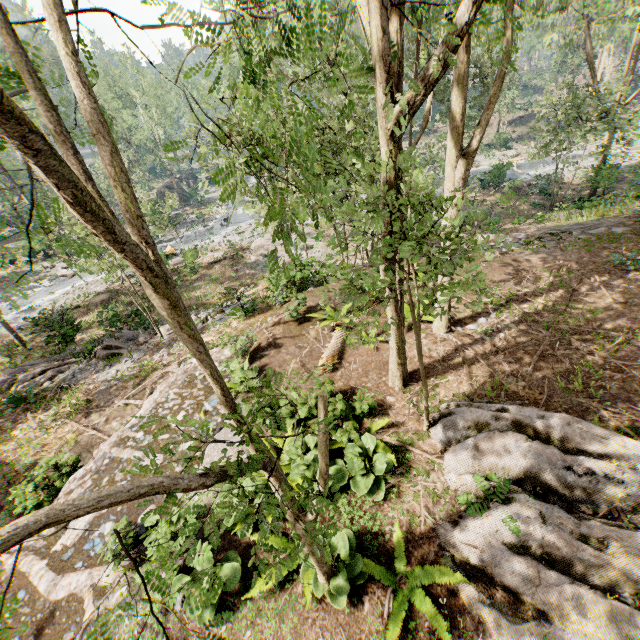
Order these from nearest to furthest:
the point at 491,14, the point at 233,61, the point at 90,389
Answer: the point at 491,14, the point at 90,389, the point at 233,61

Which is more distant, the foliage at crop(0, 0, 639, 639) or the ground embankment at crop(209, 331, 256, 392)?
the ground embankment at crop(209, 331, 256, 392)

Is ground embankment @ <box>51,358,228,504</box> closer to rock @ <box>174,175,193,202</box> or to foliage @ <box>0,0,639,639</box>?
foliage @ <box>0,0,639,639</box>

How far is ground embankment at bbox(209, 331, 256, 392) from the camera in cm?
949

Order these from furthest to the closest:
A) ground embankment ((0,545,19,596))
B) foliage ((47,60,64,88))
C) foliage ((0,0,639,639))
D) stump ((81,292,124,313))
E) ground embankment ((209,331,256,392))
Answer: stump ((81,292,124,313)) → ground embankment ((209,331,256,392)) → ground embankment ((0,545,19,596)) → foliage ((47,60,64,88)) → foliage ((0,0,639,639))

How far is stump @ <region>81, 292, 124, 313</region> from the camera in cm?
2391

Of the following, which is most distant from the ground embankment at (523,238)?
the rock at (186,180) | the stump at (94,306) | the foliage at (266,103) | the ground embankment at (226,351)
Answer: the rock at (186,180)

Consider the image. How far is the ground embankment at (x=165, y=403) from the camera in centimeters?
788cm
